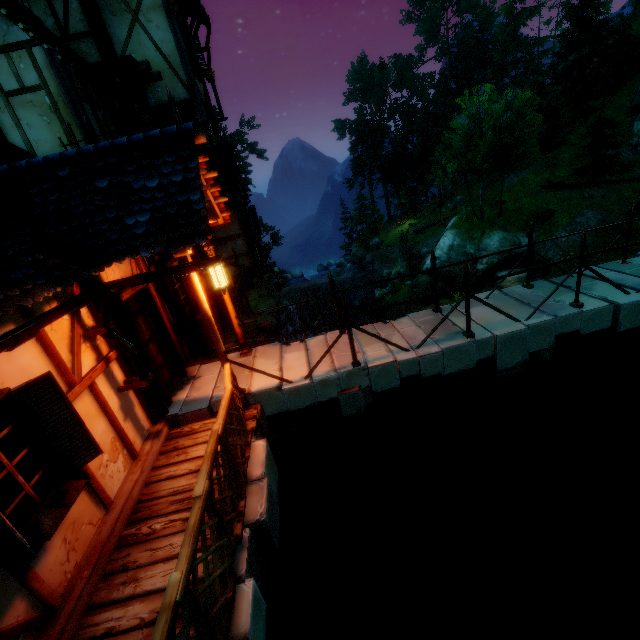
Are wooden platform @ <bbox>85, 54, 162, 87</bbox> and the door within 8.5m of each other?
yes

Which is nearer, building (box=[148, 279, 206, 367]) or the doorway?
the doorway

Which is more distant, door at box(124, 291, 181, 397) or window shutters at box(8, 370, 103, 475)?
door at box(124, 291, 181, 397)

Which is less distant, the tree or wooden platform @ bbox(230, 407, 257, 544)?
wooden platform @ bbox(230, 407, 257, 544)

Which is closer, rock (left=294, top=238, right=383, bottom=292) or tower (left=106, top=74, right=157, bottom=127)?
tower (left=106, top=74, right=157, bottom=127)

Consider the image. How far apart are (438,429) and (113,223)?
7.0 meters

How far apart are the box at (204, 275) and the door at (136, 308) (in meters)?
2.19

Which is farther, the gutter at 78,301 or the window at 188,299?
the window at 188,299
